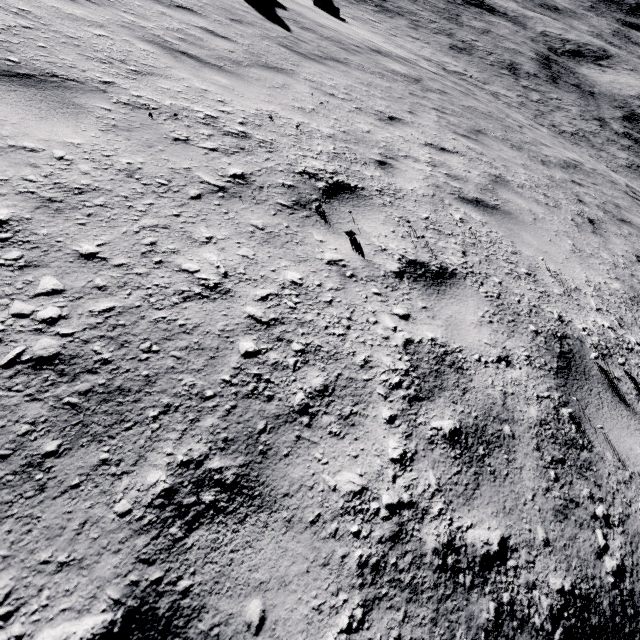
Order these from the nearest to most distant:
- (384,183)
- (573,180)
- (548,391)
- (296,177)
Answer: (548,391)
(296,177)
(384,183)
(573,180)
